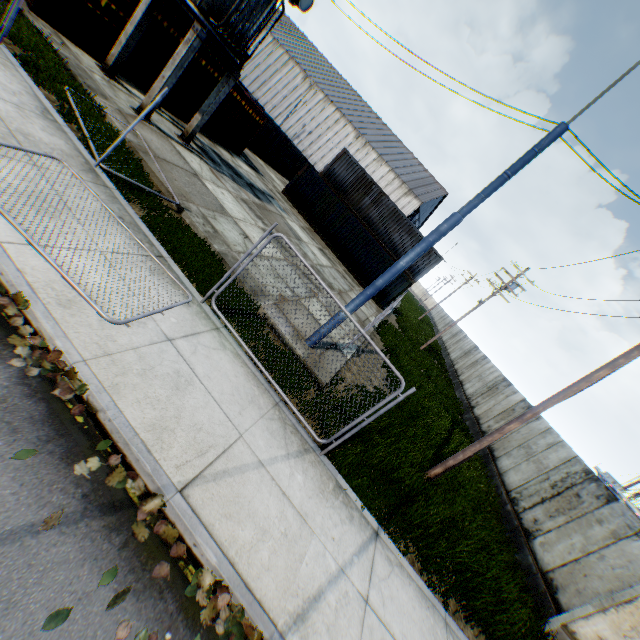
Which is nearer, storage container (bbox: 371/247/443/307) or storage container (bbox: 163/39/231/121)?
storage container (bbox: 163/39/231/121)

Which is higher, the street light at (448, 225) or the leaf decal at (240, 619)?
the street light at (448, 225)

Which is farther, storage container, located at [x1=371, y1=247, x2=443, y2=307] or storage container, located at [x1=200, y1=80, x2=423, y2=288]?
storage container, located at [x1=371, y1=247, x2=443, y2=307]

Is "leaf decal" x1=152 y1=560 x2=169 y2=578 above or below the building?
below

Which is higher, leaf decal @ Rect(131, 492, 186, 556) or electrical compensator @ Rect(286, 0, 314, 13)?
electrical compensator @ Rect(286, 0, 314, 13)

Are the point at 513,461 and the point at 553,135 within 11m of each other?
no

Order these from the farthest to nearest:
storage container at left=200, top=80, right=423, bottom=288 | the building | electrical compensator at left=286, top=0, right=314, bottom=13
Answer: the building → storage container at left=200, top=80, right=423, bottom=288 → electrical compensator at left=286, top=0, right=314, bottom=13

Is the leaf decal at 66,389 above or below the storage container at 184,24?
below
